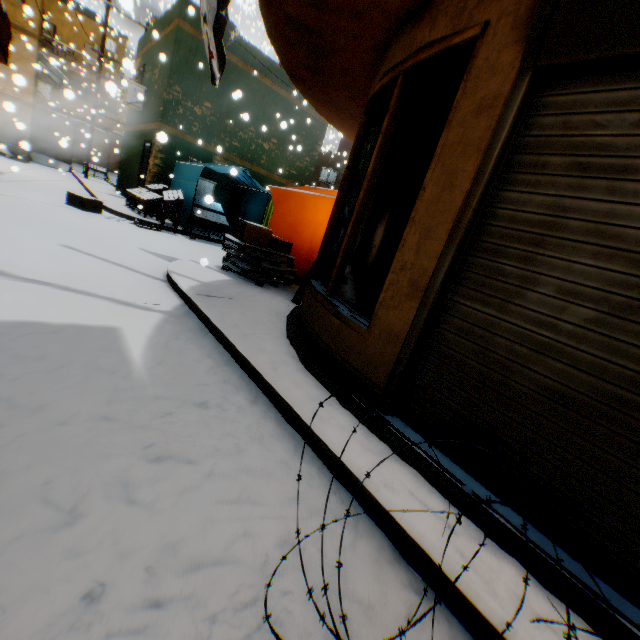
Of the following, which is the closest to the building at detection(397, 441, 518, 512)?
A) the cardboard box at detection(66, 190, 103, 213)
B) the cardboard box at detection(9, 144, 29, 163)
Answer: the cardboard box at detection(9, 144, 29, 163)

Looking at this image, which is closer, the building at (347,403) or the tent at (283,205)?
the building at (347,403)

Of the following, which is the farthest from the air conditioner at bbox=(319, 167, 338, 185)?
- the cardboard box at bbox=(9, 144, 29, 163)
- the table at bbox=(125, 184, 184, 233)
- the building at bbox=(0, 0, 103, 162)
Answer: the cardboard box at bbox=(9, 144, 29, 163)

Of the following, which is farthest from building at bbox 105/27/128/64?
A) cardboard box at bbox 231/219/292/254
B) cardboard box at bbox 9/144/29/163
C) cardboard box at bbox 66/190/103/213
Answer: cardboard box at bbox 66/190/103/213

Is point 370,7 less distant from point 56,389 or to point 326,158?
point 56,389

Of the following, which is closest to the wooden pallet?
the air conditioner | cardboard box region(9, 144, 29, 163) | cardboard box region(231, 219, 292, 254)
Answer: cardboard box region(231, 219, 292, 254)

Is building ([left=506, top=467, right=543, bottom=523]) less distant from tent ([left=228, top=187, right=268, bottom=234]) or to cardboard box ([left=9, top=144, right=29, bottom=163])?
tent ([left=228, top=187, right=268, bottom=234])

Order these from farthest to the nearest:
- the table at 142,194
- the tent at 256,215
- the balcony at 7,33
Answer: the tent at 256,215, the table at 142,194, the balcony at 7,33
